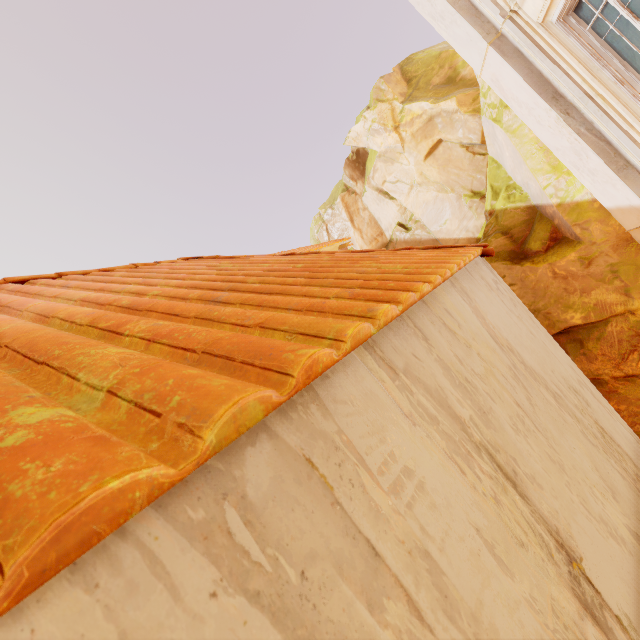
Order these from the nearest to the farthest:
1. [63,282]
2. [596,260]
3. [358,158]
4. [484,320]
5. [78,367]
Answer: [78,367]
[484,320]
[63,282]
[596,260]
[358,158]
